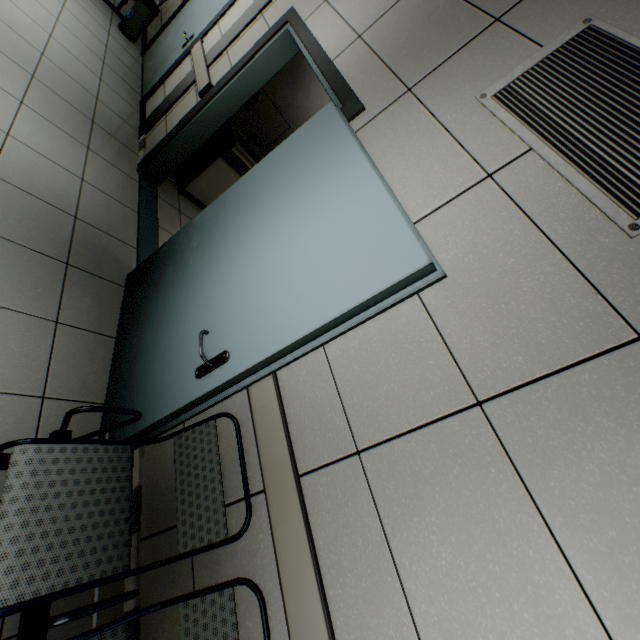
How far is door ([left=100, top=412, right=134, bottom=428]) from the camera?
1.8m

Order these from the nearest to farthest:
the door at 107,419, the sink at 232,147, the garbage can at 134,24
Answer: the door at 107,419, the sink at 232,147, the garbage can at 134,24

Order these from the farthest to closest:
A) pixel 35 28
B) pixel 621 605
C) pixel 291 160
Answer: pixel 35 28 → pixel 291 160 → pixel 621 605

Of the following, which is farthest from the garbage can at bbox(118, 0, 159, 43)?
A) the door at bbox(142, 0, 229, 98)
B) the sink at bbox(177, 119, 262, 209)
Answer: the sink at bbox(177, 119, 262, 209)

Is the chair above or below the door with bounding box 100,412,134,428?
above

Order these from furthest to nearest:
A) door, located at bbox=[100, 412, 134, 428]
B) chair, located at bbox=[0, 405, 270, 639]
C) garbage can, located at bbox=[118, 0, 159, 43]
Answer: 1. garbage can, located at bbox=[118, 0, 159, 43]
2. door, located at bbox=[100, 412, 134, 428]
3. chair, located at bbox=[0, 405, 270, 639]

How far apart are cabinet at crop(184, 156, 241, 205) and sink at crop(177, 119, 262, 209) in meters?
0.0

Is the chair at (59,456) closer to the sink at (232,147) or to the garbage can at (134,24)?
the sink at (232,147)
